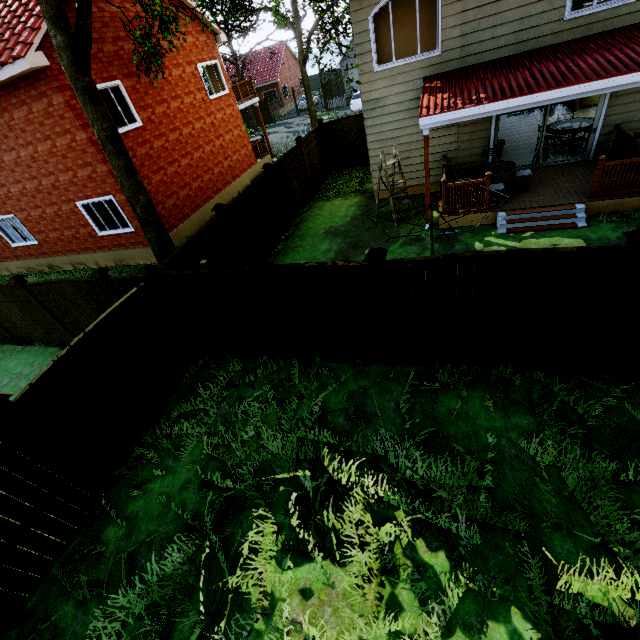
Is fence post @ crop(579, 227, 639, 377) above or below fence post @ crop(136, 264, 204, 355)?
below

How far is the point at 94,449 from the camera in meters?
5.5 m

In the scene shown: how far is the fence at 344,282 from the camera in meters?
5.5 m

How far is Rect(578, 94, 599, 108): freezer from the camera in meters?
13.7

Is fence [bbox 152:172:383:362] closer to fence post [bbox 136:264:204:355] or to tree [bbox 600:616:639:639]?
Result: fence post [bbox 136:264:204:355]

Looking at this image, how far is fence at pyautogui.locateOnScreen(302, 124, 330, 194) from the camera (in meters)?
14.23

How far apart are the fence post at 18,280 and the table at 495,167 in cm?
1269

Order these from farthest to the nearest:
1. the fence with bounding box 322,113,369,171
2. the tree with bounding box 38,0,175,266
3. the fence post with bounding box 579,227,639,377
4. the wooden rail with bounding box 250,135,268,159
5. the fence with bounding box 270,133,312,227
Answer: the wooden rail with bounding box 250,135,268,159
the fence with bounding box 322,113,369,171
the fence with bounding box 270,133,312,227
the tree with bounding box 38,0,175,266
the fence post with bounding box 579,227,639,377
